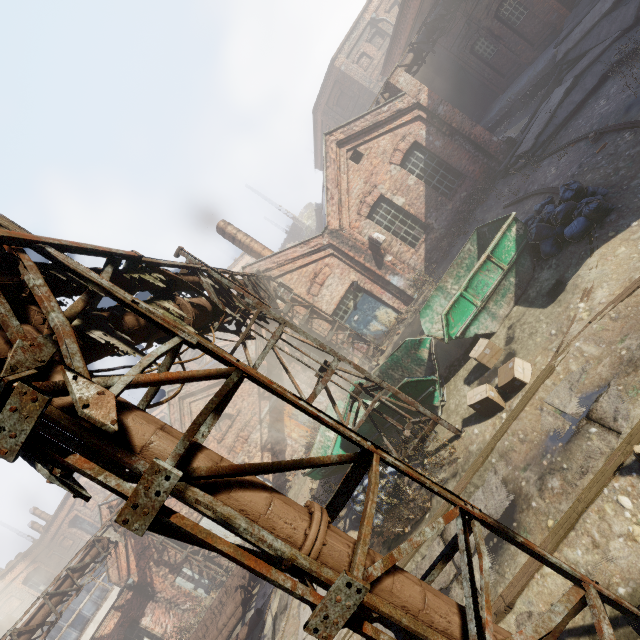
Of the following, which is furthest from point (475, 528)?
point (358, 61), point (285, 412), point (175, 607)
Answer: point (358, 61)

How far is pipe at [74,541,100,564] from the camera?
12.4m

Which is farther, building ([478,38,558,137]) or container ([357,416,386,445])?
building ([478,38,558,137])

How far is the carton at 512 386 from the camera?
6.07m

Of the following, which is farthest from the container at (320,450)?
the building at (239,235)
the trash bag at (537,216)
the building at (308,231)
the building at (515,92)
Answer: the building at (308,231)

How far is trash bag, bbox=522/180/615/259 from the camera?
6.8m

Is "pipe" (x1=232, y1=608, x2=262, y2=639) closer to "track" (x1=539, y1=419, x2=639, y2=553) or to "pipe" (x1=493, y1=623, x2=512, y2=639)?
"pipe" (x1=493, y1=623, x2=512, y2=639)

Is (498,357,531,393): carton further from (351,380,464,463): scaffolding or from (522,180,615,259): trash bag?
(522,180,615,259): trash bag
